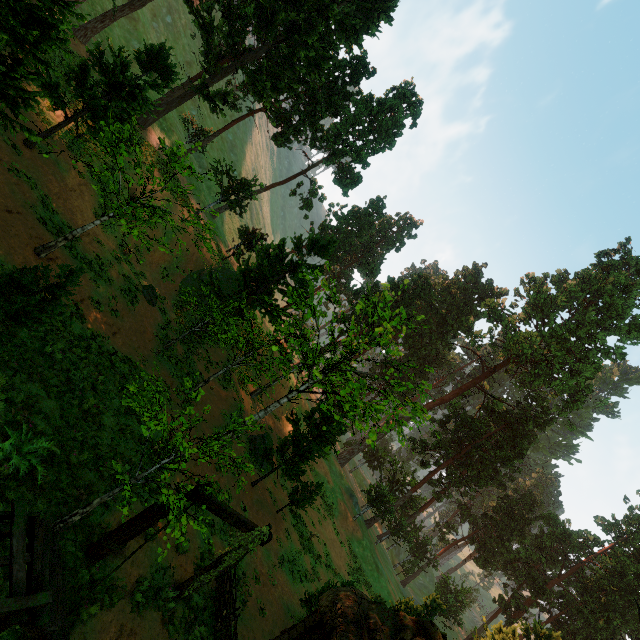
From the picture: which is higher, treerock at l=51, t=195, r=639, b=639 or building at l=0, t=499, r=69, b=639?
treerock at l=51, t=195, r=639, b=639

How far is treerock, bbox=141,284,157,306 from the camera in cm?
2095

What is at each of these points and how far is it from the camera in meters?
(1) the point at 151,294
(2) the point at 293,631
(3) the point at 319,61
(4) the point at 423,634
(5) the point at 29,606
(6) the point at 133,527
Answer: (1) treerock, 21.1 m
(2) building, 12.5 m
(3) treerock, 30.8 m
(4) building, 11.6 m
(5) building, 5.0 m
(6) fence arch, 8.6 m

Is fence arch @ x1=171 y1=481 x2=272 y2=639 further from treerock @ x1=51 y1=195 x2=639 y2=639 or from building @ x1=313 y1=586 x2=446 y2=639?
treerock @ x1=51 y1=195 x2=639 y2=639

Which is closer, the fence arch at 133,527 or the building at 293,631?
the fence arch at 133,527

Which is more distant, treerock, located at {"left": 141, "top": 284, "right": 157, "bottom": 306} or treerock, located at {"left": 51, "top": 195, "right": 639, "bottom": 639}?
treerock, located at {"left": 141, "top": 284, "right": 157, "bottom": 306}

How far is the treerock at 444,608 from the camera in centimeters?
2225cm
